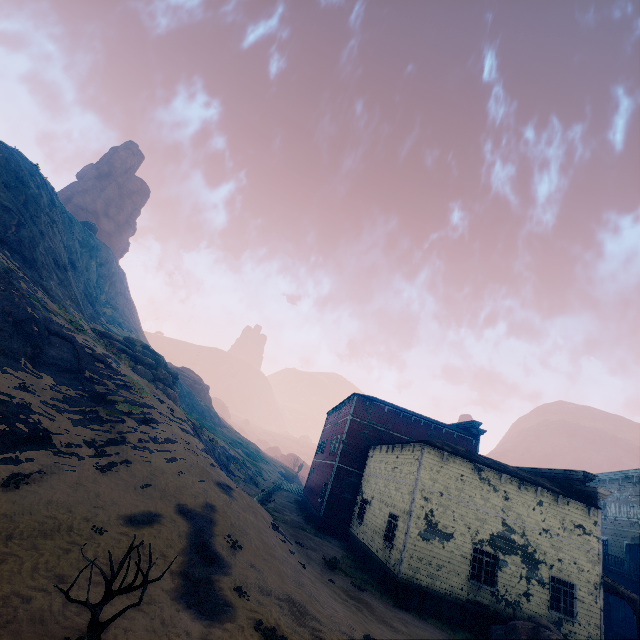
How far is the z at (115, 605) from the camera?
6.5m

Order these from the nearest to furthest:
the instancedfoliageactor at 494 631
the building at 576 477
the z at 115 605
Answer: the z at 115 605 < the instancedfoliageactor at 494 631 < the building at 576 477

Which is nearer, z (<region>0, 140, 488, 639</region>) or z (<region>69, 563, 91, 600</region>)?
z (<region>69, 563, 91, 600</region>)

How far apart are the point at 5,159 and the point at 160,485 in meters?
37.9

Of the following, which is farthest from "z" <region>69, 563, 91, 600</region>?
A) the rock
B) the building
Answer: the rock

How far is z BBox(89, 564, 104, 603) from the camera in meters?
6.8

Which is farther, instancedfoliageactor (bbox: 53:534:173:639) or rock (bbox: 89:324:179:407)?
rock (bbox: 89:324:179:407)
